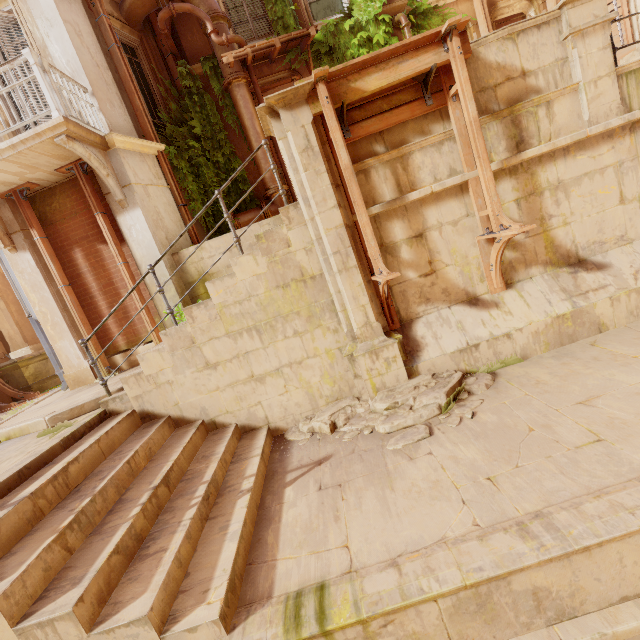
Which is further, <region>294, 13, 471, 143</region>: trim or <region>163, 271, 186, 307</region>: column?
<region>163, 271, 186, 307</region>: column

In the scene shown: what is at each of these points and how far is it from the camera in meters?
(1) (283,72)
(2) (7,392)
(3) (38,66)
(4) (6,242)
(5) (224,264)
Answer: (1) column, 8.9 m
(2) wood, 10.1 m
(3) railing, 5.3 m
(4) support, 6.8 m
(5) building, 7.1 m

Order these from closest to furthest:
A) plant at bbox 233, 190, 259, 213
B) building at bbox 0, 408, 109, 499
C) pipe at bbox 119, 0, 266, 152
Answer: building at bbox 0, 408, 109, 499
pipe at bbox 119, 0, 266, 152
plant at bbox 233, 190, 259, 213

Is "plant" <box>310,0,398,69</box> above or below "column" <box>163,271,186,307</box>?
above

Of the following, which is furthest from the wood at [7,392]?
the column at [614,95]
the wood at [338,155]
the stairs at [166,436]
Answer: the column at [614,95]

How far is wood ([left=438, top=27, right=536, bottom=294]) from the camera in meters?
4.1 m

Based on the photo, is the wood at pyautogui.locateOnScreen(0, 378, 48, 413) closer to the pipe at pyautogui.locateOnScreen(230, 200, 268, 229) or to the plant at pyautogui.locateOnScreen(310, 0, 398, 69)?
the plant at pyautogui.locateOnScreen(310, 0, 398, 69)

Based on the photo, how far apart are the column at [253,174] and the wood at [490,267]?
5.0m
